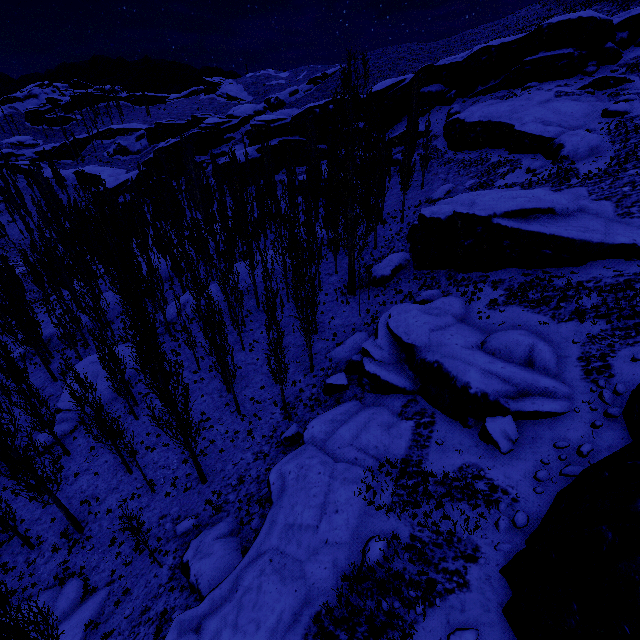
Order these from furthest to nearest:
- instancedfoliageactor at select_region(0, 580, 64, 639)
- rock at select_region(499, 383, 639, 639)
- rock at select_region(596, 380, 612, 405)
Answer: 1. rock at select_region(596, 380, 612, 405)
2. instancedfoliageactor at select_region(0, 580, 64, 639)
3. rock at select_region(499, 383, 639, 639)

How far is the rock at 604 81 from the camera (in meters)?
35.56

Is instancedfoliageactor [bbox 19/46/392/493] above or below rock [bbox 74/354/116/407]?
above

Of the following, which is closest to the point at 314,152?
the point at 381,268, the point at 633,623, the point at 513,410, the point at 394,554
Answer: the point at 381,268

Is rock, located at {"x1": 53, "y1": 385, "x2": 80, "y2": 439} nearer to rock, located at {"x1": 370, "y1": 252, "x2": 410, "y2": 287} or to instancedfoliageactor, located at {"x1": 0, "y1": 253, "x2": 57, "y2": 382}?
instancedfoliageactor, located at {"x1": 0, "y1": 253, "x2": 57, "y2": 382}

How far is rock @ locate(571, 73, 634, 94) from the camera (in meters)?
35.56

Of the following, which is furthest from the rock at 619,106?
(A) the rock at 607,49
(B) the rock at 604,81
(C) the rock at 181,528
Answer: (C) the rock at 181,528

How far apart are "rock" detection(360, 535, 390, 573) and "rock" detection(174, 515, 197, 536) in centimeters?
915cm
